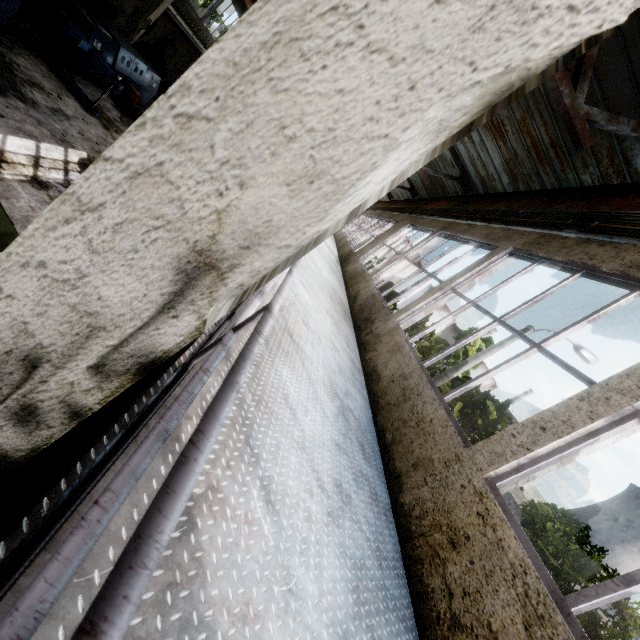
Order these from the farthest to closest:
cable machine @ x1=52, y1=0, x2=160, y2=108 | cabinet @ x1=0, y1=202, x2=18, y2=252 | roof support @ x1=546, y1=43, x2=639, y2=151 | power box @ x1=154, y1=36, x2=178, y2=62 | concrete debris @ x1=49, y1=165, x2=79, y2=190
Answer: power box @ x1=154, y1=36, x2=178, y2=62, cable machine @ x1=52, y1=0, x2=160, y2=108, concrete debris @ x1=49, y1=165, x2=79, y2=190, cabinet @ x1=0, y1=202, x2=18, y2=252, roof support @ x1=546, y1=43, x2=639, y2=151

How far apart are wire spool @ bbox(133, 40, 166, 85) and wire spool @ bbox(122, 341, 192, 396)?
17.9 meters

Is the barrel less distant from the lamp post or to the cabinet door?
the cabinet door

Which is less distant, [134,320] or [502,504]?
[134,320]

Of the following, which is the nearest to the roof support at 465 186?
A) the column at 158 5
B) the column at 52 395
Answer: the column at 158 5

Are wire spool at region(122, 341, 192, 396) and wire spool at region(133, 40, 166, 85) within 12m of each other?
no

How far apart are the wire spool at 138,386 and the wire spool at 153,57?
17.93m

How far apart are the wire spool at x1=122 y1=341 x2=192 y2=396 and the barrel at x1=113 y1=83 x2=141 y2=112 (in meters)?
12.44
